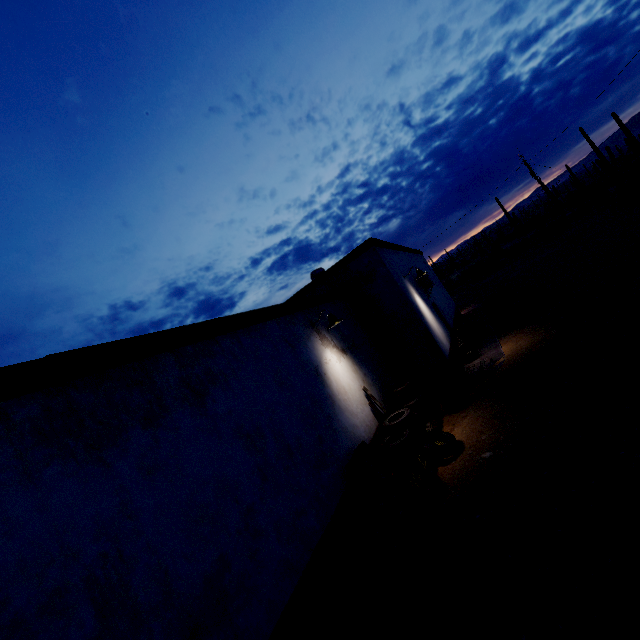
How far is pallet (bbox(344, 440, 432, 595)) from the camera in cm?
393

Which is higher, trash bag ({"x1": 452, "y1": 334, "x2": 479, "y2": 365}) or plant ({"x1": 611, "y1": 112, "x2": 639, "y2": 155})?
plant ({"x1": 611, "y1": 112, "x2": 639, "y2": 155})

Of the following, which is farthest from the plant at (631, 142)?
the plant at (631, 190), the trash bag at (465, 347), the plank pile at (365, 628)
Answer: the plank pile at (365, 628)

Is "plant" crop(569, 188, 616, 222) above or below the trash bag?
above

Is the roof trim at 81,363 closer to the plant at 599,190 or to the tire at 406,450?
the tire at 406,450

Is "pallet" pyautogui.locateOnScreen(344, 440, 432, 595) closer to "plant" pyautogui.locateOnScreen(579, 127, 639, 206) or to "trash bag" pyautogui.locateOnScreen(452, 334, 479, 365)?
"trash bag" pyautogui.locateOnScreen(452, 334, 479, 365)

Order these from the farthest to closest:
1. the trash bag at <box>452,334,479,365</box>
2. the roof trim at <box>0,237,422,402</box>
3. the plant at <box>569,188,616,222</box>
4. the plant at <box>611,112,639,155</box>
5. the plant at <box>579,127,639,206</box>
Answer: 1. the plant at <box>611,112,639,155</box>
2. the plant at <box>569,188,616,222</box>
3. the plant at <box>579,127,639,206</box>
4. the trash bag at <box>452,334,479,365</box>
5. the roof trim at <box>0,237,422,402</box>

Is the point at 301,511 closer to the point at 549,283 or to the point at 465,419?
the point at 465,419
